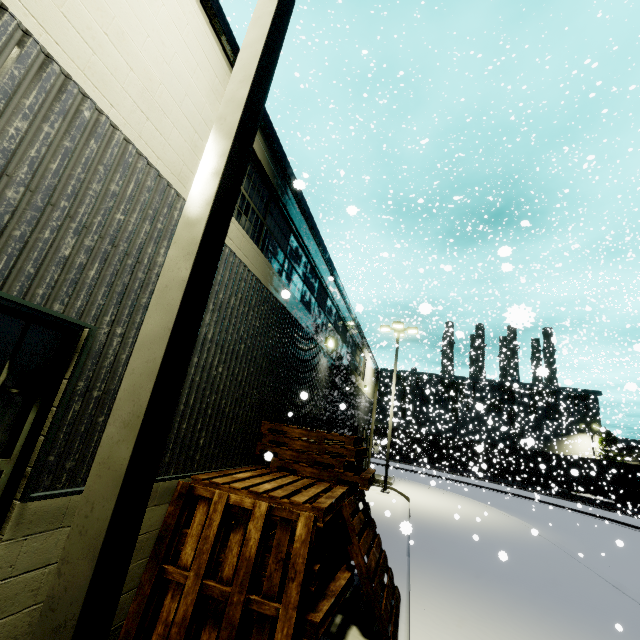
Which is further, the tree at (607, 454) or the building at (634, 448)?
the building at (634, 448)

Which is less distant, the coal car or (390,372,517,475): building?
the coal car

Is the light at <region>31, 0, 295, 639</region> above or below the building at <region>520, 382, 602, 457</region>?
below

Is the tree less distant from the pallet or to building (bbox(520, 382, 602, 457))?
building (bbox(520, 382, 602, 457))

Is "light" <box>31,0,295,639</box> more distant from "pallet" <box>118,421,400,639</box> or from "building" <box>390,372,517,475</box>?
"pallet" <box>118,421,400,639</box>

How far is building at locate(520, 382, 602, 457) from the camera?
39.1 meters

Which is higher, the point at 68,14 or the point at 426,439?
the point at 68,14

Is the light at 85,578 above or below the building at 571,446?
below
